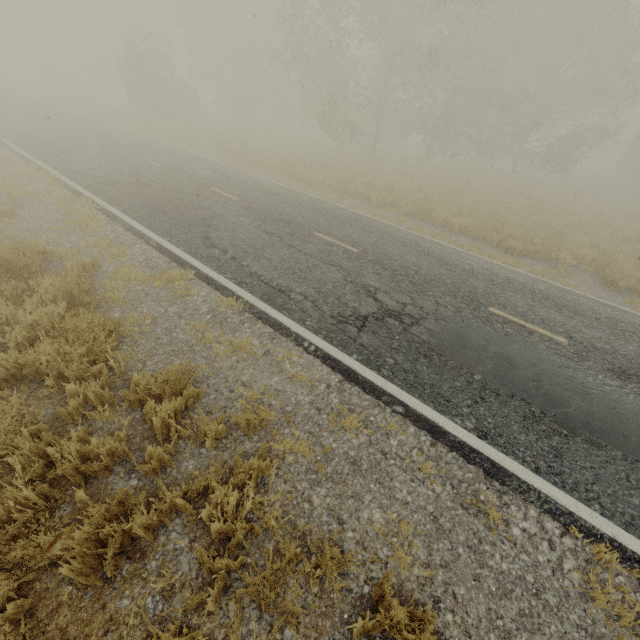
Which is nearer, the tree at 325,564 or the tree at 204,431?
the tree at 325,564

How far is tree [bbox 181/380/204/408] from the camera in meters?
4.0 m

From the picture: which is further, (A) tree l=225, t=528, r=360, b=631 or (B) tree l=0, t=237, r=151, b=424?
(B) tree l=0, t=237, r=151, b=424

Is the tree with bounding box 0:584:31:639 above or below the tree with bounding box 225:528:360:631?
below

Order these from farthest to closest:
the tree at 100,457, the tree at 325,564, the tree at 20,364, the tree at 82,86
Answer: the tree at 82,86 → the tree at 20,364 → the tree at 100,457 → the tree at 325,564

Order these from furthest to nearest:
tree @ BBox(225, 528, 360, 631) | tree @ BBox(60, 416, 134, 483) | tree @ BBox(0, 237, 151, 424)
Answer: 1. tree @ BBox(0, 237, 151, 424)
2. tree @ BBox(60, 416, 134, 483)
3. tree @ BBox(225, 528, 360, 631)

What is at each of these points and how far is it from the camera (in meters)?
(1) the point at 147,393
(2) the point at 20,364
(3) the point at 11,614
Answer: (1) tree, 4.02
(2) tree, 4.09
(3) tree, 2.39
